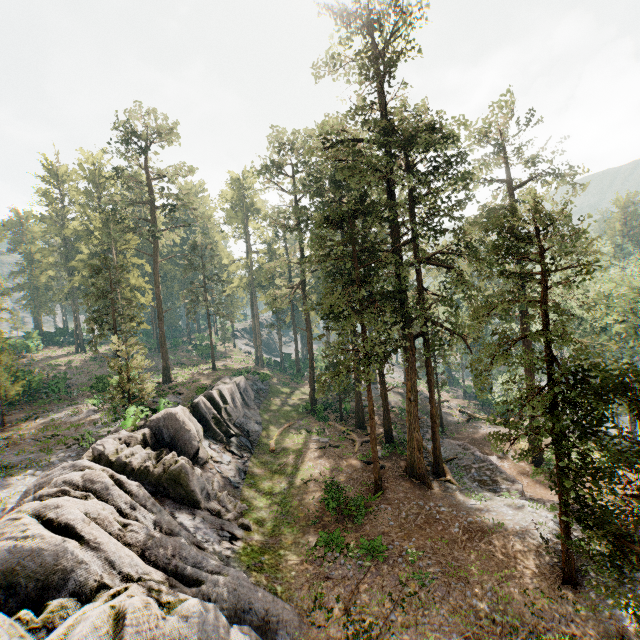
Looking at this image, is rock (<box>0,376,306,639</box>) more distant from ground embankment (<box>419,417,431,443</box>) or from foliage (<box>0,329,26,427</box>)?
ground embankment (<box>419,417,431,443</box>)

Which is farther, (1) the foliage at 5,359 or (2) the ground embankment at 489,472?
(1) the foliage at 5,359

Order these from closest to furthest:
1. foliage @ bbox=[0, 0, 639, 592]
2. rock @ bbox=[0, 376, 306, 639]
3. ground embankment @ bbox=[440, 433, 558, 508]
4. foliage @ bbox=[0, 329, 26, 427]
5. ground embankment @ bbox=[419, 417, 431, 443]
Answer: rock @ bbox=[0, 376, 306, 639] < foliage @ bbox=[0, 0, 639, 592] < ground embankment @ bbox=[440, 433, 558, 508] < foliage @ bbox=[0, 329, 26, 427] < ground embankment @ bbox=[419, 417, 431, 443]

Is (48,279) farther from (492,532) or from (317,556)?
(492,532)

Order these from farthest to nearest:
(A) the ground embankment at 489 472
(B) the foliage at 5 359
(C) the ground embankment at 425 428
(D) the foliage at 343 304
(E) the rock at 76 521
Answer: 1. (C) the ground embankment at 425 428
2. (B) the foliage at 5 359
3. (A) the ground embankment at 489 472
4. (D) the foliage at 343 304
5. (E) the rock at 76 521

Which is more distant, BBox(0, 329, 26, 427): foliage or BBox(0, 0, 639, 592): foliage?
BBox(0, 329, 26, 427): foliage

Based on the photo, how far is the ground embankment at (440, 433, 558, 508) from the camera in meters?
19.8
